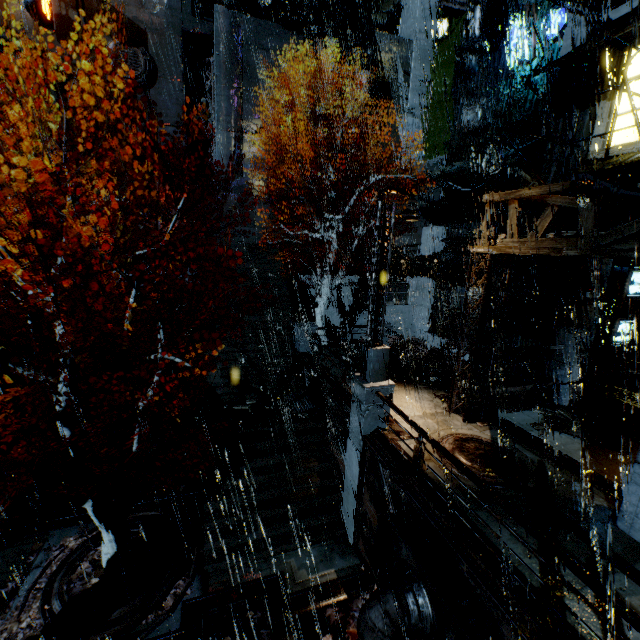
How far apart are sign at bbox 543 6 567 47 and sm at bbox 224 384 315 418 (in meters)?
17.95

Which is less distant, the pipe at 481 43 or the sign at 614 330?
the sign at 614 330

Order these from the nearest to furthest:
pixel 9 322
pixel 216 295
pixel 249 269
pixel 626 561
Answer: pixel 626 561 → pixel 9 322 → pixel 216 295 → pixel 249 269

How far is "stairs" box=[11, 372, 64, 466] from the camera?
13.1m

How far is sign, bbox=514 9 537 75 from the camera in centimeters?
1421cm

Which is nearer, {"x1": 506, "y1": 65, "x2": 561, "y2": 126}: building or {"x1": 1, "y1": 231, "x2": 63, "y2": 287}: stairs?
{"x1": 506, "y1": 65, "x2": 561, "y2": 126}: building

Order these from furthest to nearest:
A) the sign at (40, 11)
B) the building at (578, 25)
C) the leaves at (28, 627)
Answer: the sign at (40, 11)
the building at (578, 25)
the leaves at (28, 627)
